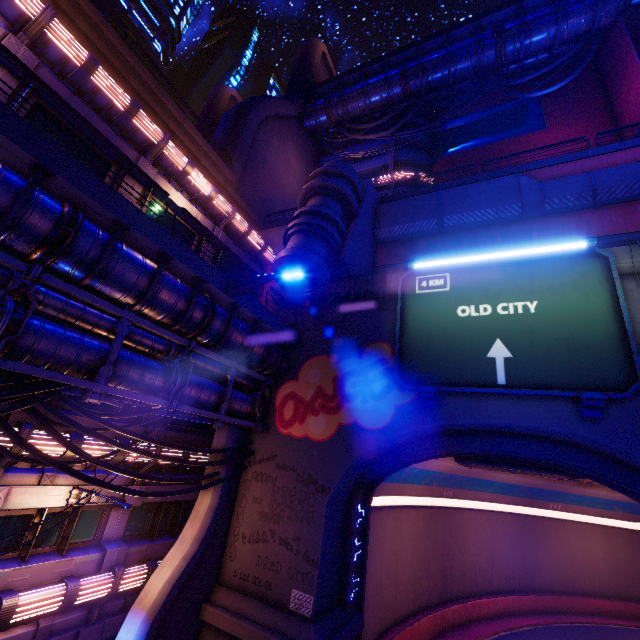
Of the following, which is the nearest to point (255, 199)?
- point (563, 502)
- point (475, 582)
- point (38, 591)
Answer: point (38, 591)

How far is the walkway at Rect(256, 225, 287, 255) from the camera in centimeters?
2309cm

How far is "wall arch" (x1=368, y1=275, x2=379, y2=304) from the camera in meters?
15.9 m

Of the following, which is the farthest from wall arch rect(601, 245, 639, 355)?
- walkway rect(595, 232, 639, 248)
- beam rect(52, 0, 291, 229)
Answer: beam rect(52, 0, 291, 229)

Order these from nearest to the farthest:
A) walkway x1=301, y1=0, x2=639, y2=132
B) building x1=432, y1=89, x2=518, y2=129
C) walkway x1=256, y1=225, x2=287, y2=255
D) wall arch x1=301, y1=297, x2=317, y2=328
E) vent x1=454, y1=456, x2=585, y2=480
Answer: vent x1=454, y1=456, x2=585, y2=480, wall arch x1=301, y1=297, x2=317, y2=328, walkway x1=256, y1=225, x2=287, y2=255, walkway x1=301, y1=0, x2=639, y2=132, building x1=432, y1=89, x2=518, y2=129

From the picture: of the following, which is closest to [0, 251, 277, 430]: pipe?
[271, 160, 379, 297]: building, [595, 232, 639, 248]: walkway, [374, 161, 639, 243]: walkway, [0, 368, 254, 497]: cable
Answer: [0, 368, 254, 497]: cable

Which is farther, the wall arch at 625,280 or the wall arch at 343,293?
the wall arch at 343,293

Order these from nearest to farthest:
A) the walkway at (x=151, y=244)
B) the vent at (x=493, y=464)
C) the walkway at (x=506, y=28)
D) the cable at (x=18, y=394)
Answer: the walkway at (x=151, y=244)
the cable at (x=18, y=394)
the vent at (x=493, y=464)
the walkway at (x=506, y=28)
